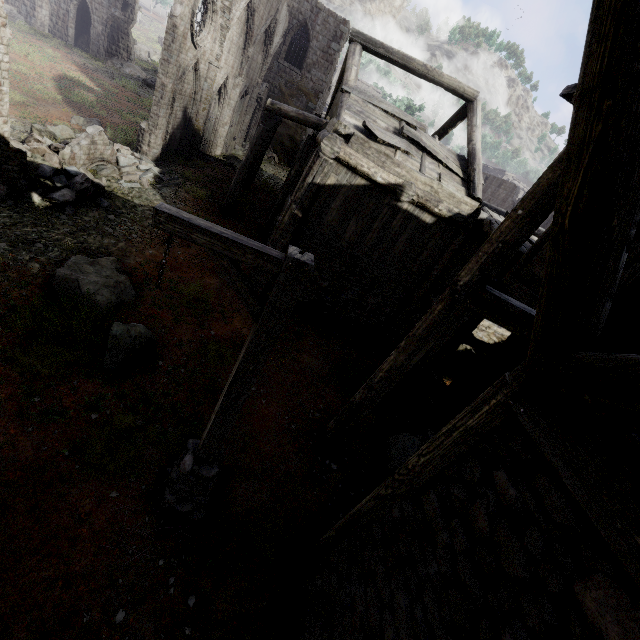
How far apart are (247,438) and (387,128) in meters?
9.4

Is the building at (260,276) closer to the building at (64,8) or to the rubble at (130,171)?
the rubble at (130,171)

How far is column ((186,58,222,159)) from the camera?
16.1m

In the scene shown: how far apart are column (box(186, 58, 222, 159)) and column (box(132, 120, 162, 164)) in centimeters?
361cm

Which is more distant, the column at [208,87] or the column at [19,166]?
the column at [208,87]

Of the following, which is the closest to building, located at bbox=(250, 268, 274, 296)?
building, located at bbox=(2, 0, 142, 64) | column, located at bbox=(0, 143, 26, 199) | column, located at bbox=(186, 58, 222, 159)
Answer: column, located at bbox=(0, 143, 26, 199)

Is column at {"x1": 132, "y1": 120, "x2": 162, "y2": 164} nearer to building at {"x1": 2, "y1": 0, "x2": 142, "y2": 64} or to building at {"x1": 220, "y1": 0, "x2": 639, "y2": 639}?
building at {"x1": 220, "y1": 0, "x2": 639, "y2": 639}

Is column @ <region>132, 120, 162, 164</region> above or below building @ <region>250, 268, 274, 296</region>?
above
